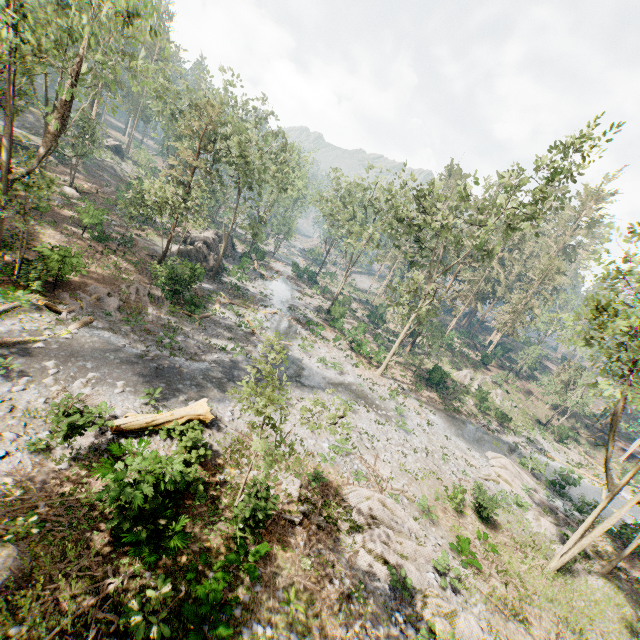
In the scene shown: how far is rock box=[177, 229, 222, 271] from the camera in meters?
36.2

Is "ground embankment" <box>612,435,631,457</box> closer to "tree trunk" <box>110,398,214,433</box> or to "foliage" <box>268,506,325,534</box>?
"foliage" <box>268,506,325,534</box>

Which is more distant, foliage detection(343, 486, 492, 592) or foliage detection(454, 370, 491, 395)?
foliage detection(454, 370, 491, 395)

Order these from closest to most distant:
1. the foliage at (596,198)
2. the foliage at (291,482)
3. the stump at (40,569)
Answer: the stump at (40,569) < the foliage at (291,482) < the foliage at (596,198)

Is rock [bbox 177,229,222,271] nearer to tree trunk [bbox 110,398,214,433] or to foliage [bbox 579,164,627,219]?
foliage [bbox 579,164,627,219]

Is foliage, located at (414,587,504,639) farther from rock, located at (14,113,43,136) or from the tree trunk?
the tree trunk

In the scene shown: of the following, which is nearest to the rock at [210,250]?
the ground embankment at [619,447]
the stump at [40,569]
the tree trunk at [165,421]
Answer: the tree trunk at [165,421]

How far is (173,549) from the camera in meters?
10.2
